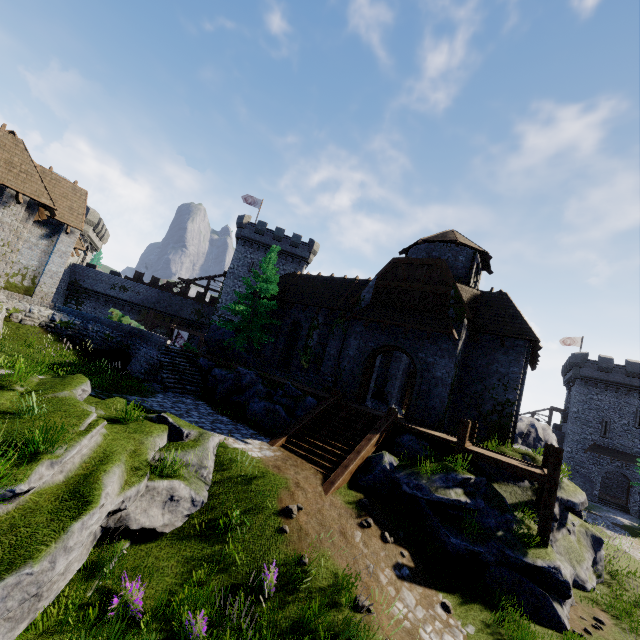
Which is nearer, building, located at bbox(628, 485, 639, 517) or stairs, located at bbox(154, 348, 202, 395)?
stairs, located at bbox(154, 348, 202, 395)

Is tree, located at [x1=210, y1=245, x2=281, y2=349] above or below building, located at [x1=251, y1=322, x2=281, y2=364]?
above

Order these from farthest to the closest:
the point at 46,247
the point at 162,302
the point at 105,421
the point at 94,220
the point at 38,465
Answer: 1. the point at 162,302
2. the point at 94,220
3. the point at 46,247
4. the point at 105,421
5. the point at 38,465

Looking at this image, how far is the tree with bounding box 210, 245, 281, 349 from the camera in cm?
2333

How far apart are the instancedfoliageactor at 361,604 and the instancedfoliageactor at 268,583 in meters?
1.6 m

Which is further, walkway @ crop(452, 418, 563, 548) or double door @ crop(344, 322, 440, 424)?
double door @ crop(344, 322, 440, 424)

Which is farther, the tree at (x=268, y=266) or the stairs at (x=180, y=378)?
the tree at (x=268, y=266)

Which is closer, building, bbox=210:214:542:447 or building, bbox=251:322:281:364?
building, bbox=210:214:542:447
